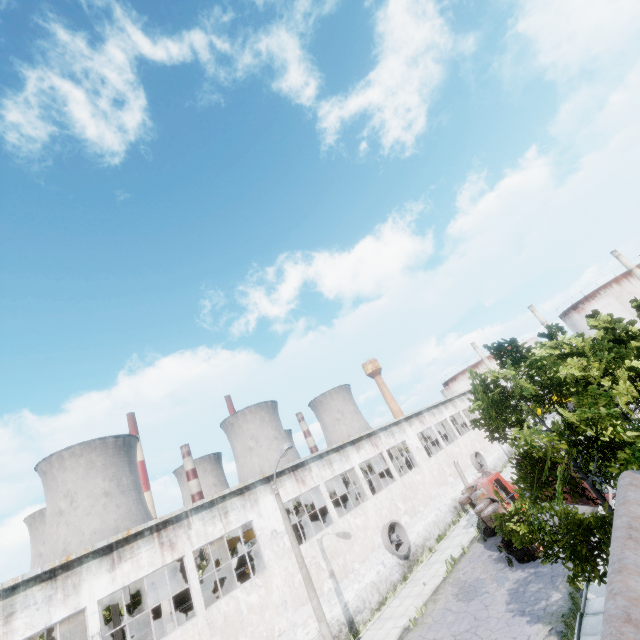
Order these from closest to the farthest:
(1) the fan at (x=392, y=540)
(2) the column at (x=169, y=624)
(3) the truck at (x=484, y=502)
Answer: (2) the column at (x=169, y=624)
(3) the truck at (x=484, y=502)
(1) the fan at (x=392, y=540)

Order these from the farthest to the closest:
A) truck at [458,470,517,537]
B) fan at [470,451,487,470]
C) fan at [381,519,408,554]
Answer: fan at [470,451,487,470]
fan at [381,519,408,554]
truck at [458,470,517,537]

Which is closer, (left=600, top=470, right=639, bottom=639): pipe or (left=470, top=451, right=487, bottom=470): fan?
(left=600, top=470, right=639, bottom=639): pipe

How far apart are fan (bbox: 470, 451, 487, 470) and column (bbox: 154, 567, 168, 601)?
31.2 meters

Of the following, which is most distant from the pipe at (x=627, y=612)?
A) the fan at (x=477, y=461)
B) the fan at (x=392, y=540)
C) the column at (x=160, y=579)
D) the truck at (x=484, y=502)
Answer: the fan at (x=477, y=461)

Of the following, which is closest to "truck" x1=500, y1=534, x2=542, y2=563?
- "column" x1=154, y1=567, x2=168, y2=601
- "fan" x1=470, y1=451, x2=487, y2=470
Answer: "fan" x1=470, y1=451, x2=487, y2=470

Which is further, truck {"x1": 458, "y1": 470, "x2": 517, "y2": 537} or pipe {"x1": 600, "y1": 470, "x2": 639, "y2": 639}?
truck {"x1": 458, "y1": 470, "x2": 517, "y2": 537}

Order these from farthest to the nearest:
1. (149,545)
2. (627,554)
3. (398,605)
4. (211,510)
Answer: (398,605), (211,510), (149,545), (627,554)
